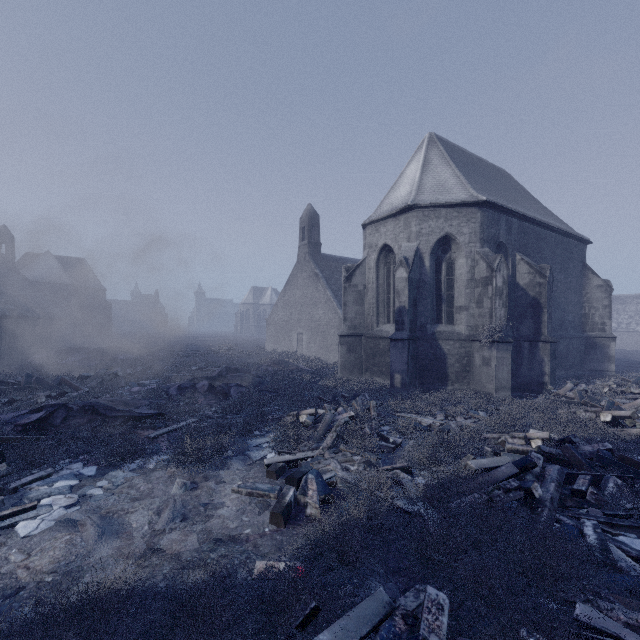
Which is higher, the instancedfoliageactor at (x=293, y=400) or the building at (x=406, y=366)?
the building at (x=406, y=366)

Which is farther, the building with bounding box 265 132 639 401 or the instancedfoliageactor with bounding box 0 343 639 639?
the building with bounding box 265 132 639 401

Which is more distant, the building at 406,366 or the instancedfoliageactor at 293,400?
the building at 406,366

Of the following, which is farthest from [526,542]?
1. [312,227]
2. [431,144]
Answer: [312,227]

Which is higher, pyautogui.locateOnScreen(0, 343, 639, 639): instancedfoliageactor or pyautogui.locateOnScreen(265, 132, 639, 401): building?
pyautogui.locateOnScreen(265, 132, 639, 401): building
